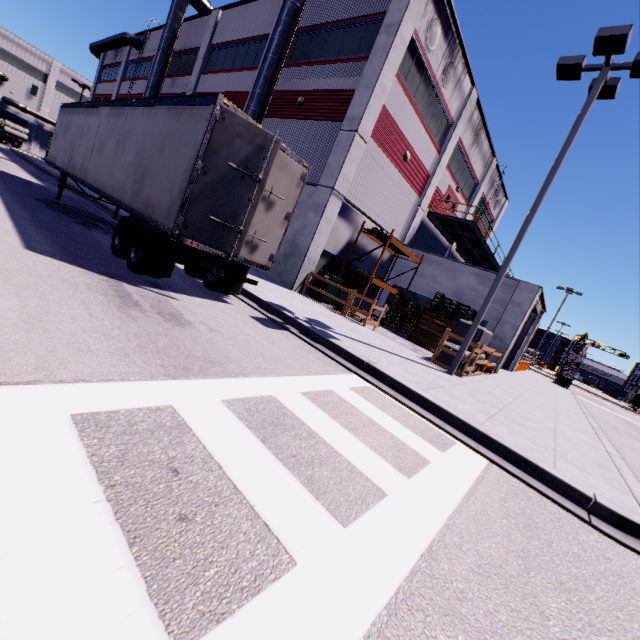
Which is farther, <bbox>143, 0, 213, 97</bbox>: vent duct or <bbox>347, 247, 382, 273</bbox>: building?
<bbox>143, 0, 213, 97</bbox>: vent duct

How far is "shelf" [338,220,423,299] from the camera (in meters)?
16.02

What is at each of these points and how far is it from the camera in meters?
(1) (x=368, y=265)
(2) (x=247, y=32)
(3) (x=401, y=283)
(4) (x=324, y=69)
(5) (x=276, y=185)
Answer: (1) building, 19.1
(2) building, 19.9
(3) building, 20.5
(4) building, 15.6
(5) semi trailer door, 7.6

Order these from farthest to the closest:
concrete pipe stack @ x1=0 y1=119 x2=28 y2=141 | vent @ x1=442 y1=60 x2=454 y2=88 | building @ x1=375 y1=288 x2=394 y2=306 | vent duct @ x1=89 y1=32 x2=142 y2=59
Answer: concrete pipe stack @ x1=0 y1=119 x2=28 y2=141 → vent duct @ x1=89 y1=32 x2=142 y2=59 → building @ x1=375 y1=288 x2=394 y2=306 → vent @ x1=442 y1=60 x2=454 y2=88

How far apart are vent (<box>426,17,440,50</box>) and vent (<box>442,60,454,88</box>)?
1.3m

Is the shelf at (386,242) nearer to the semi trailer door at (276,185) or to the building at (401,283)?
the building at (401,283)

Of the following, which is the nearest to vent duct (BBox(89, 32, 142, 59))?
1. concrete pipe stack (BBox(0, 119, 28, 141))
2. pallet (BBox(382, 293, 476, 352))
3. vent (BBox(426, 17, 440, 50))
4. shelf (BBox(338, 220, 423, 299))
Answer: concrete pipe stack (BBox(0, 119, 28, 141))

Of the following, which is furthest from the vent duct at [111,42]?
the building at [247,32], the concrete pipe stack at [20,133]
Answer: the concrete pipe stack at [20,133]
